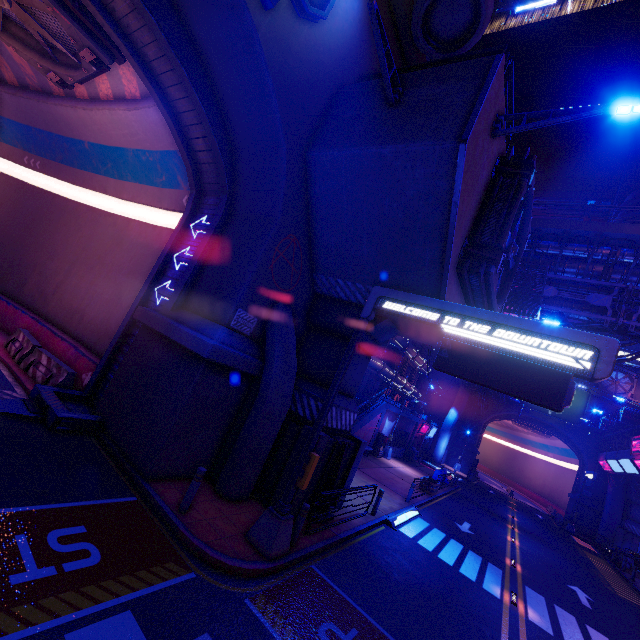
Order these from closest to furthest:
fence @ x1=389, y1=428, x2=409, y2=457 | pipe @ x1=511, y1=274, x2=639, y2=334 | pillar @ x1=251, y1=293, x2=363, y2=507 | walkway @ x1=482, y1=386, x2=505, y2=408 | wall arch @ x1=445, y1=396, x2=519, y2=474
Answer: pillar @ x1=251, y1=293, x2=363, y2=507 → pipe @ x1=511, y1=274, x2=639, y2=334 → fence @ x1=389, y1=428, x2=409, y2=457 → walkway @ x1=482, y1=386, x2=505, y2=408 → wall arch @ x1=445, y1=396, x2=519, y2=474

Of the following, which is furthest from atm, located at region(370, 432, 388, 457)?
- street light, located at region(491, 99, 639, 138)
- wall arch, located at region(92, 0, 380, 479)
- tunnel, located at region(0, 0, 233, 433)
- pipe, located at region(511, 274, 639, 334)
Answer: street light, located at region(491, 99, 639, 138)

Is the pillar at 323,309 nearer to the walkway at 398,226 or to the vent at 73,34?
the walkway at 398,226

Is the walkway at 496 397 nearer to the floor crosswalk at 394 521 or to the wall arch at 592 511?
the wall arch at 592 511

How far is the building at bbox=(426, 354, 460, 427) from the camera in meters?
52.9

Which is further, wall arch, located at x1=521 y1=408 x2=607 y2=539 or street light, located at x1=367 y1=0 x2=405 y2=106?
wall arch, located at x1=521 y1=408 x2=607 y2=539

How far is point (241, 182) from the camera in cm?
1127

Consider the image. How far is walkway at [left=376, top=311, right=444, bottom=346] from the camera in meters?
10.6
